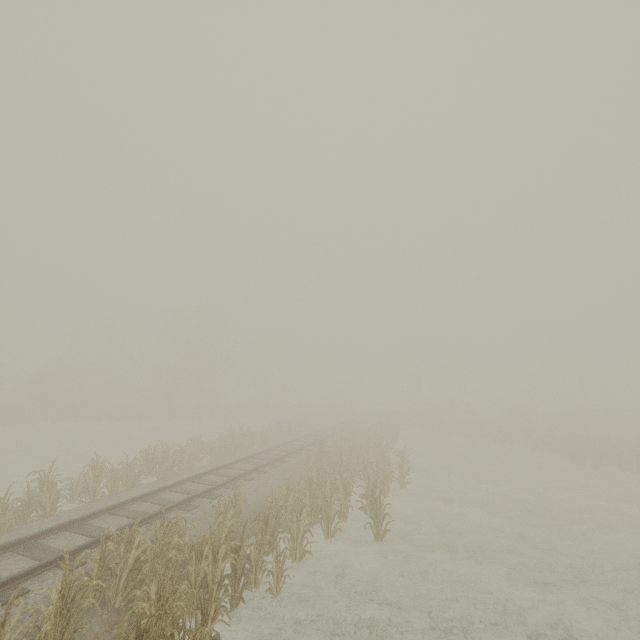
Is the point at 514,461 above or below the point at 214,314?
below
